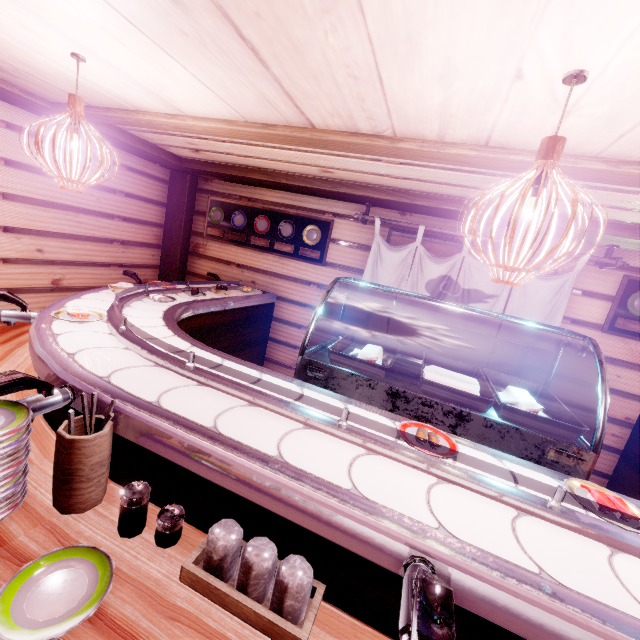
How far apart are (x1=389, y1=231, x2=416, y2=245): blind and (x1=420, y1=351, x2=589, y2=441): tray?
3.6 meters

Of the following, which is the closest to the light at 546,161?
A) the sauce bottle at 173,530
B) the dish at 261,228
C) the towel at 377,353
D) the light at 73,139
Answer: the towel at 377,353

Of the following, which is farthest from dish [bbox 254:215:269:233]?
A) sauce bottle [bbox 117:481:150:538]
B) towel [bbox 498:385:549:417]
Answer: sauce bottle [bbox 117:481:150:538]

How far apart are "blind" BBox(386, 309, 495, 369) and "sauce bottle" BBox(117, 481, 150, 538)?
6.1m

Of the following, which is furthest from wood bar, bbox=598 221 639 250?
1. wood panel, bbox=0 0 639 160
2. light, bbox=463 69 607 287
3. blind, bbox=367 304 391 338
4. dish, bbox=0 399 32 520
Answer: dish, bbox=0 399 32 520

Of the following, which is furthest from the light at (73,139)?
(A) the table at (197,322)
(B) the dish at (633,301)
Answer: (B) the dish at (633,301)

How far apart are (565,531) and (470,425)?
1.0 meters

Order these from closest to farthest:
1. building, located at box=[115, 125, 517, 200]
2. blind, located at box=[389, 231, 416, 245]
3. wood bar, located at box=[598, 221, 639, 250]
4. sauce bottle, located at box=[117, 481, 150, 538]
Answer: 1. sauce bottle, located at box=[117, 481, 150, 538]
2. building, located at box=[115, 125, 517, 200]
3. wood bar, located at box=[598, 221, 639, 250]
4. blind, located at box=[389, 231, 416, 245]
